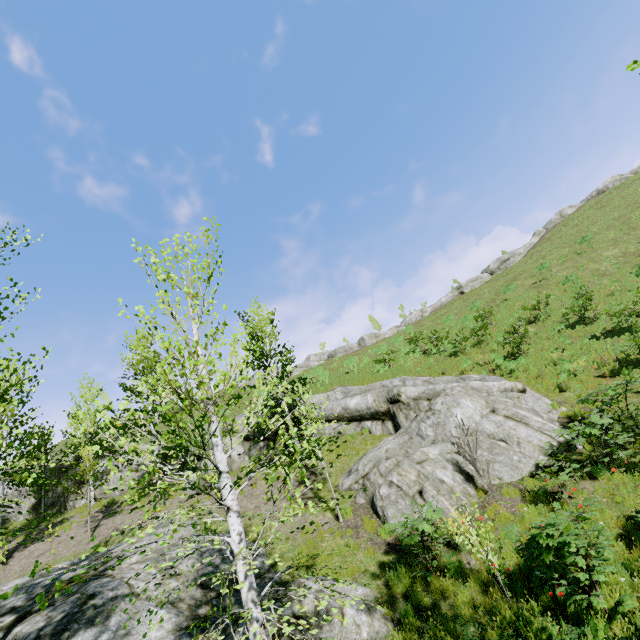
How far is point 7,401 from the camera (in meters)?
6.41

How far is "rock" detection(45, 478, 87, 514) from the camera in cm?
2191

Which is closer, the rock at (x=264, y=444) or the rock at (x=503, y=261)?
the rock at (x=264, y=444)

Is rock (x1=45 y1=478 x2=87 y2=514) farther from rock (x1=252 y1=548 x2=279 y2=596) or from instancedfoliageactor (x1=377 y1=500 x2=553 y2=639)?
instancedfoliageactor (x1=377 y1=500 x2=553 y2=639)

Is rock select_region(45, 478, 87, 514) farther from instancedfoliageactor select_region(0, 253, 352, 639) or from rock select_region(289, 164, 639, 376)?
rock select_region(289, 164, 639, 376)

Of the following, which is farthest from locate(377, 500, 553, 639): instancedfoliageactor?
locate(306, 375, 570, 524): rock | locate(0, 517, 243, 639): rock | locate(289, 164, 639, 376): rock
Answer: locate(289, 164, 639, 376): rock

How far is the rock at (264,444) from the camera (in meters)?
17.70

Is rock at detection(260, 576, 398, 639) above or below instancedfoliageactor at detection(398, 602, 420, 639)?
above
